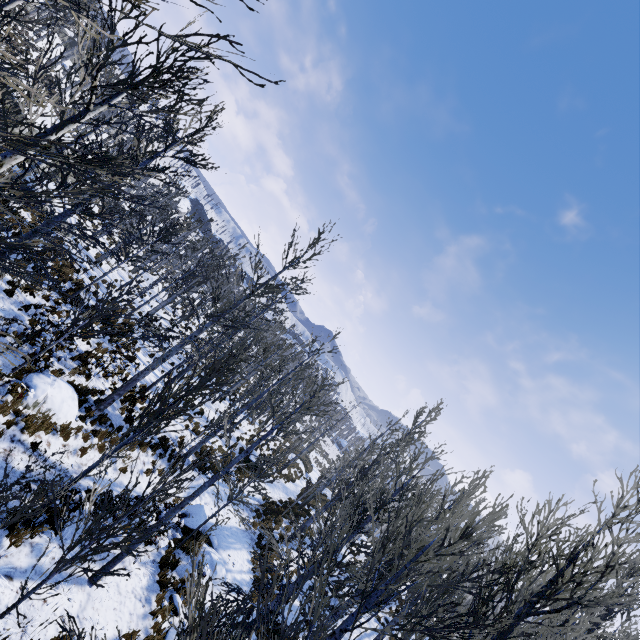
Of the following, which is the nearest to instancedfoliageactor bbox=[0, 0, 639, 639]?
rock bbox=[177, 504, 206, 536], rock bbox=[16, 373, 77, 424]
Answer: rock bbox=[16, 373, 77, 424]

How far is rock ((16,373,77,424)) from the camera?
9.13m

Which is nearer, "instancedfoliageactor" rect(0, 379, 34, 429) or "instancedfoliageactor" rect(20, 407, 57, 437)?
"instancedfoliageactor" rect(0, 379, 34, 429)

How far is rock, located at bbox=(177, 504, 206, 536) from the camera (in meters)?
12.45

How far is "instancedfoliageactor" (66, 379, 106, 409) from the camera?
10.8m

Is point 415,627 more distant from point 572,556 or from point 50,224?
point 50,224

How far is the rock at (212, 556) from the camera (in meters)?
11.39

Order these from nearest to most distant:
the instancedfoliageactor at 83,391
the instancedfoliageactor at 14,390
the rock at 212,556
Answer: the instancedfoliageactor at 14,390 < the instancedfoliageactor at 83,391 < the rock at 212,556
